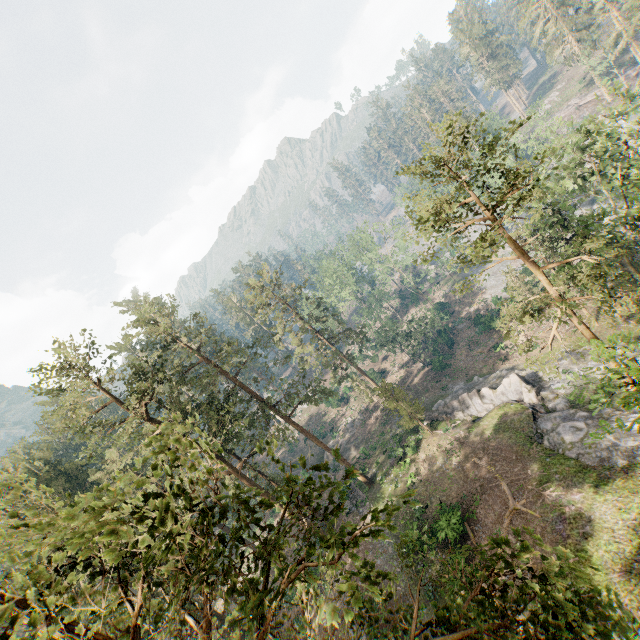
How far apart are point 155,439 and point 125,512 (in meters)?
1.13

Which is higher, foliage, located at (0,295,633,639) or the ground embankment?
foliage, located at (0,295,633,639)

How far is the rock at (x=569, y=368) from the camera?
28.2m

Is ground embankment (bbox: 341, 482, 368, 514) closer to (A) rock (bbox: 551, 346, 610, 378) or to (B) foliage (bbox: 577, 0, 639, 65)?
(B) foliage (bbox: 577, 0, 639, 65)

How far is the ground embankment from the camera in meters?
34.1 m

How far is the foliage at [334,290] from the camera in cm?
5775

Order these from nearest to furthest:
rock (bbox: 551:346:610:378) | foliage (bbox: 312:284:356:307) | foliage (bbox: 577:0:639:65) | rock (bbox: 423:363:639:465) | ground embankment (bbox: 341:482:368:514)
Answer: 1. rock (bbox: 423:363:639:465)
2. rock (bbox: 551:346:610:378)
3. ground embankment (bbox: 341:482:368:514)
4. foliage (bbox: 577:0:639:65)
5. foliage (bbox: 312:284:356:307)
